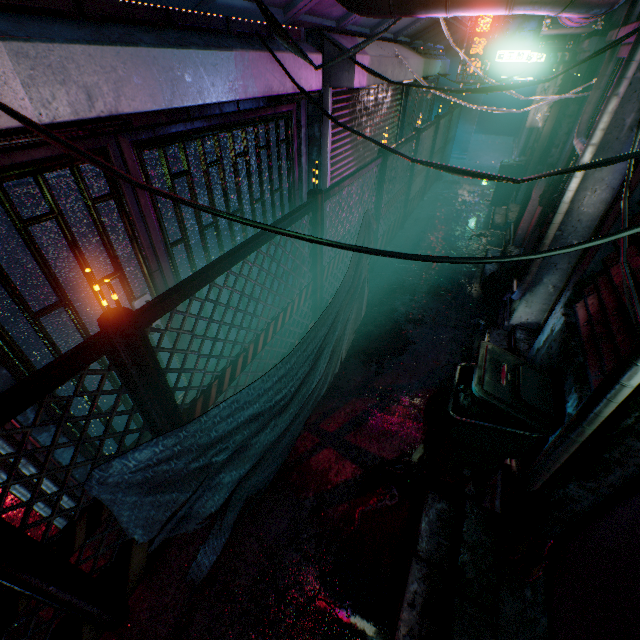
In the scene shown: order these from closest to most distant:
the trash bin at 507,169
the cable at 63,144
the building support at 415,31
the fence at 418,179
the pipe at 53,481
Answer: the cable at 63,144, the pipe at 53,481, the building support at 415,31, the fence at 418,179, the trash bin at 507,169

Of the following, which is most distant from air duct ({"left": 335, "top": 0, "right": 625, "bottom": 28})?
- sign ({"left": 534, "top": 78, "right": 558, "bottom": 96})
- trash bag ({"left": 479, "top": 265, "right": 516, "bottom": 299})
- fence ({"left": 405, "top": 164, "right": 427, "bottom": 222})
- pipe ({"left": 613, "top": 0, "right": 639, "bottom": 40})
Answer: sign ({"left": 534, "top": 78, "right": 558, "bottom": 96})

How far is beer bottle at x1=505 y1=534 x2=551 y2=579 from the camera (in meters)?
1.86

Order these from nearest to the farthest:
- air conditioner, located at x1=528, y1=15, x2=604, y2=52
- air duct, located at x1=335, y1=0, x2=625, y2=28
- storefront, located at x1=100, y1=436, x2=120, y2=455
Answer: air duct, located at x1=335, y1=0, x2=625, y2=28 < storefront, located at x1=100, y1=436, x2=120, y2=455 < air conditioner, located at x1=528, y1=15, x2=604, y2=52

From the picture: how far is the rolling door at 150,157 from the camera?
2.24m

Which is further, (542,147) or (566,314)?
(542,147)

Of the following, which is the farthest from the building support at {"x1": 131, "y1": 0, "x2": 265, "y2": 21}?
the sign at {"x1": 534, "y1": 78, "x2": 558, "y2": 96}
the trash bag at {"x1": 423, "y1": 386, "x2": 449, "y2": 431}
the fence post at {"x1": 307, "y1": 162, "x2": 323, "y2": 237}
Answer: the trash bag at {"x1": 423, "y1": 386, "x2": 449, "y2": 431}

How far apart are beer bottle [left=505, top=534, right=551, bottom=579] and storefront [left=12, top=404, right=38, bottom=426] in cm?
288
